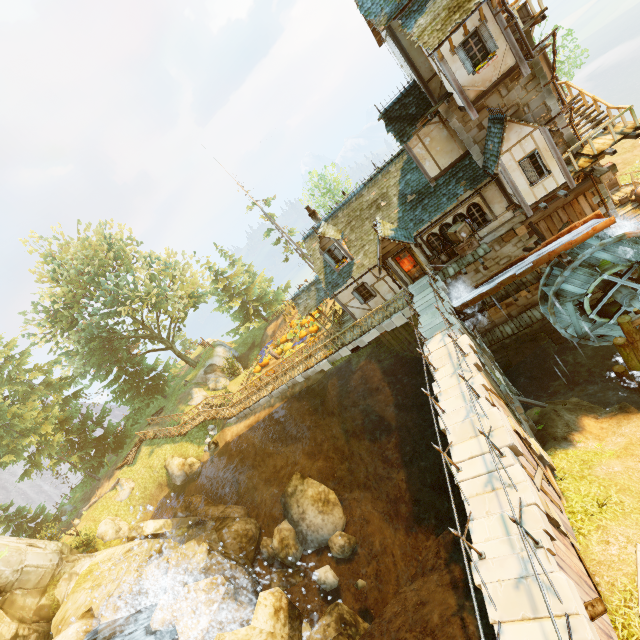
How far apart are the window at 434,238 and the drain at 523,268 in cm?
227

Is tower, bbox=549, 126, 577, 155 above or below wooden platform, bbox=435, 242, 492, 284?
above

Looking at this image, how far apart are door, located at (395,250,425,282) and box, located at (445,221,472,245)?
2.2m

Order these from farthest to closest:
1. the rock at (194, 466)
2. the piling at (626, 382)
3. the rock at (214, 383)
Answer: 1. the rock at (214, 383)
2. the rock at (194, 466)
3. the piling at (626, 382)

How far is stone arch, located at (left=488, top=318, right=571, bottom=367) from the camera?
19.6 meters

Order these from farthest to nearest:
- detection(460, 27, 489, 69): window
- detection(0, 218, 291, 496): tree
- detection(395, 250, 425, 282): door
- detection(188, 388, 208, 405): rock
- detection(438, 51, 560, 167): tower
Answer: detection(188, 388, 208, 405): rock → detection(0, 218, 291, 496): tree → detection(395, 250, 425, 282): door → detection(438, 51, 560, 167): tower → detection(460, 27, 489, 69): window

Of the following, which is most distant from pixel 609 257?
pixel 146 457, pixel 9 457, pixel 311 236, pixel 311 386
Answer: pixel 9 457

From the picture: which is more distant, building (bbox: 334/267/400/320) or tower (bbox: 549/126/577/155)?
building (bbox: 334/267/400/320)
